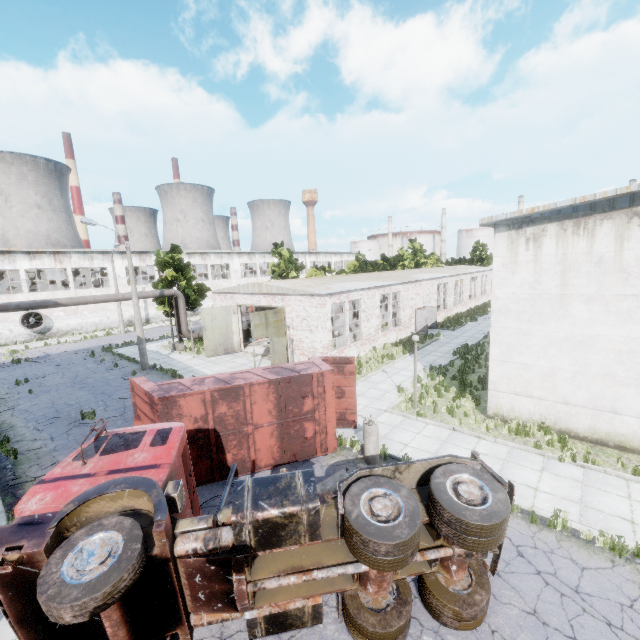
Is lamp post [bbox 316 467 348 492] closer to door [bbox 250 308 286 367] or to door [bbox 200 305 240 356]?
door [bbox 250 308 286 367]

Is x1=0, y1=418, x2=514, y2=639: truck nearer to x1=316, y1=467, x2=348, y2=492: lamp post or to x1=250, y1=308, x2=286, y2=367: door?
x1=316, y1=467, x2=348, y2=492: lamp post

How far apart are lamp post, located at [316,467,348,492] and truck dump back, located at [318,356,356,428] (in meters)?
2.94

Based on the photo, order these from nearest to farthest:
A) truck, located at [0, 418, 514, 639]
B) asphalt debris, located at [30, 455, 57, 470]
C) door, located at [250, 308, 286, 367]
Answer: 1. truck, located at [0, 418, 514, 639]
2. asphalt debris, located at [30, 455, 57, 470]
3. door, located at [250, 308, 286, 367]

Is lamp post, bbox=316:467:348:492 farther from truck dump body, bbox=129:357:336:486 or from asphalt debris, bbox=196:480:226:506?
asphalt debris, bbox=196:480:226:506

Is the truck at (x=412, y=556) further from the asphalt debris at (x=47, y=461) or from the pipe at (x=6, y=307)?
the pipe at (x=6, y=307)

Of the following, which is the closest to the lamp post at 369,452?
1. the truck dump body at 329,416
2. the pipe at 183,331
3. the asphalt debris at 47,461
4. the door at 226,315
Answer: the truck dump body at 329,416

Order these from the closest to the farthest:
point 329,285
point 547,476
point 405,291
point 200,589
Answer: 1. point 200,589
2. point 547,476
3. point 329,285
4. point 405,291
